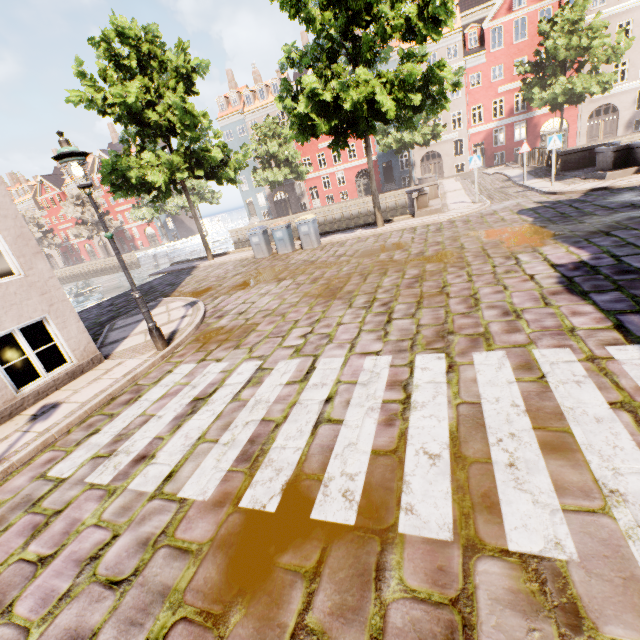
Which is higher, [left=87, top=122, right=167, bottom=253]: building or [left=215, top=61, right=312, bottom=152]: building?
[left=215, top=61, right=312, bottom=152]: building

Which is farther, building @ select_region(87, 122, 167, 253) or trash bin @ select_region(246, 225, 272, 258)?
building @ select_region(87, 122, 167, 253)

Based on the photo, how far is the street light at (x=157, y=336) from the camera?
5.11m

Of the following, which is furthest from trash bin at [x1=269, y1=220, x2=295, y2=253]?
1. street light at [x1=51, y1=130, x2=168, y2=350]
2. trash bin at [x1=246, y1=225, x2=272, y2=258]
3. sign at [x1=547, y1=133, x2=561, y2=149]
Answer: sign at [x1=547, y1=133, x2=561, y2=149]

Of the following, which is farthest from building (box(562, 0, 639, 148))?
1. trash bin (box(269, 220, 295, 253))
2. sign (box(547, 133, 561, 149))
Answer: sign (box(547, 133, 561, 149))

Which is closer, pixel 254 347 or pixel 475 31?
pixel 254 347

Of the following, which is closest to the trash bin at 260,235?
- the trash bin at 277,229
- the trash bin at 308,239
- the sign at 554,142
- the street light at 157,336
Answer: the trash bin at 277,229

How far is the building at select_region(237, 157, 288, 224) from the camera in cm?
4469
